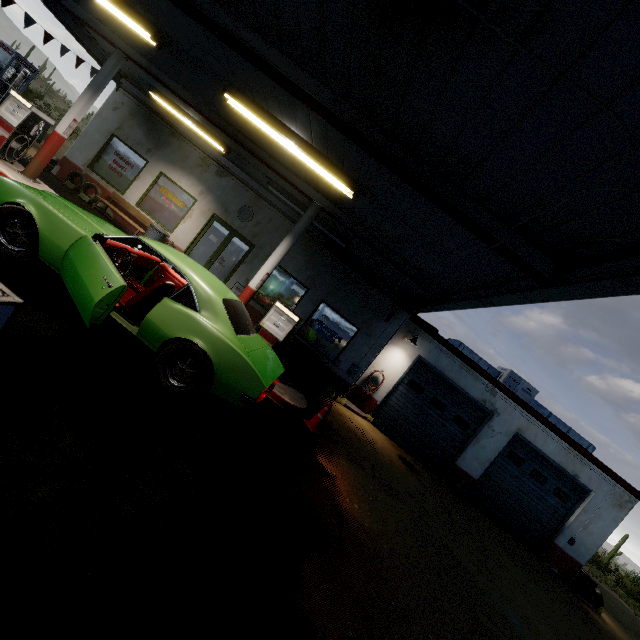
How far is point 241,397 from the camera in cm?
432

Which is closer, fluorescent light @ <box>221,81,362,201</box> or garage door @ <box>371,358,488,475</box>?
fluorescent light @ <box>221,81,362,201</box>

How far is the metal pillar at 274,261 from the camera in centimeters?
755cm

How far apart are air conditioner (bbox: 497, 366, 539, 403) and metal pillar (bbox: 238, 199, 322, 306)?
10.2 meters

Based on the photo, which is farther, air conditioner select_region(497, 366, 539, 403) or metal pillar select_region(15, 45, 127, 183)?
air conditioner select_region(497, 366, 539, 403)

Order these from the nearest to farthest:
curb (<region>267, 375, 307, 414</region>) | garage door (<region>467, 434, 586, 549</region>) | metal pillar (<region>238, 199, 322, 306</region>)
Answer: curb (<region>267, 375, 307, 414</region>), metal pillar (<region>238, 199, 322, 306</region>), garage door (<region>467, 434, 586, 549</region>)

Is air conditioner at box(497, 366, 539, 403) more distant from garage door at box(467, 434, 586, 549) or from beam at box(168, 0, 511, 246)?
beam at box(168, 0, 511, 246)

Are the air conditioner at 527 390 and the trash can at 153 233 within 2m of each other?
Result: no
